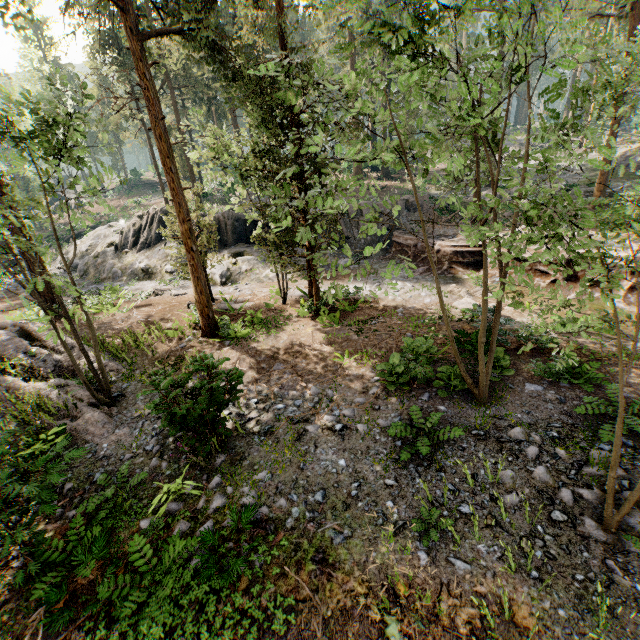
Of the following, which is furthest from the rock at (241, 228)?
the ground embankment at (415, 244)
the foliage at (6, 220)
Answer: the foliage at (6, 220)

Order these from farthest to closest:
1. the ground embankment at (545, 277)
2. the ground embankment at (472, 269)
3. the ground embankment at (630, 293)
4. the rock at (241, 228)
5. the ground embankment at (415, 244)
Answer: the rock at (241, 228) < the ground embankment at (415, 244) < the ground embankment at (472, 269) < the ground embankment at (545, 277) < the ground embankment at (630, 293)

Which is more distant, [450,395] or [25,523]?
[450,395]

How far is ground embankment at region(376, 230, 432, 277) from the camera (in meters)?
20.30

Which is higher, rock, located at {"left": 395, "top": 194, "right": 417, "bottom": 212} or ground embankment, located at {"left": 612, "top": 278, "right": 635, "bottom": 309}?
rock, located at {"left": 395, "top": 194, "right": 417, "bottom": 212}

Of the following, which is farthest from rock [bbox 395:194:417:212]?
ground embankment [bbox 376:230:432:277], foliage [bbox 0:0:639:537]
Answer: foliage [bbox 0:0:639:537]

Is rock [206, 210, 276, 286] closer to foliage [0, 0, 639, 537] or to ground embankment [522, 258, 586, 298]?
ground embankment [522, 258, 586, 298]

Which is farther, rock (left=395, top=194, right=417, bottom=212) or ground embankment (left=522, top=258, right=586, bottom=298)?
rock (left=395, top=194, right=417, bottom=212)
